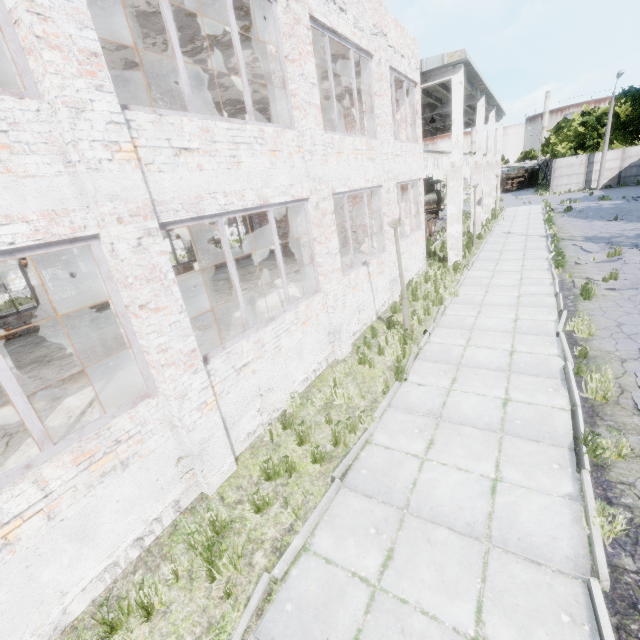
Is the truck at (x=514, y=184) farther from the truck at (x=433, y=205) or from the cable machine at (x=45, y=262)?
the cable machine at (x=45, y=262)

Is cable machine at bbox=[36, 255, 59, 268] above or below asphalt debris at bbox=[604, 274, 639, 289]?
above

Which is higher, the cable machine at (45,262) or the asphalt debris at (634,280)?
the cable machine at (45,262)

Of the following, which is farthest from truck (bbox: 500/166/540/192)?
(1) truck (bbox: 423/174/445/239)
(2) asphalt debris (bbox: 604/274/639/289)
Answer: (2) asphalt debris (bbox: 604/274/639/289)

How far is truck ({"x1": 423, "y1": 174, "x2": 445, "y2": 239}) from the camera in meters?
23.0

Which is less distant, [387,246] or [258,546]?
[258,546]

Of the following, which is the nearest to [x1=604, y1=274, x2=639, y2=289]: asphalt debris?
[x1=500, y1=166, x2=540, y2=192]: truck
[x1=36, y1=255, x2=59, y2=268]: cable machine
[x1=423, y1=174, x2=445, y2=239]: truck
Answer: [x1=423, y1=174, x2=445, y2=239]: truck

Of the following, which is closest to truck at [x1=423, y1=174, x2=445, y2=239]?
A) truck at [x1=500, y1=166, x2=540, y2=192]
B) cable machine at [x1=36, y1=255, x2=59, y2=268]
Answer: truck at [x1=500, y1=166, x2=540, y2=192]
